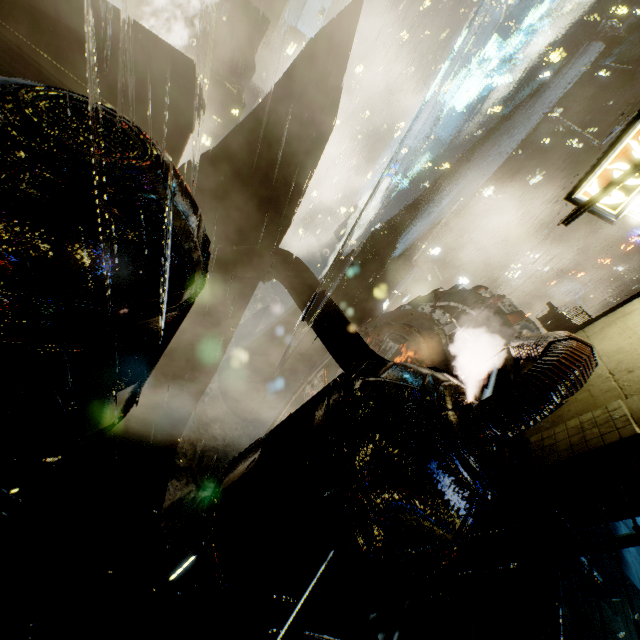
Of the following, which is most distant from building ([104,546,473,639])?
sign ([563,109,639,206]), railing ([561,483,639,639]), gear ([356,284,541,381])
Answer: gear ([356,284,541,381])

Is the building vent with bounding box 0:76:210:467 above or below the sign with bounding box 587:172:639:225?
below

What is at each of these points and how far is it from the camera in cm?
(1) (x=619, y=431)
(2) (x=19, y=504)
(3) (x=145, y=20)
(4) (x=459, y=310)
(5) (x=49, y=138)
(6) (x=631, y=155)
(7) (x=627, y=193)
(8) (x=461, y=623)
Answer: (1) building, 525
(2) building, 2125
(3) building, 5053
(4) gear, 2078
(5) building vent, 512
(6) sign, 695
(7) sign, 718
(8) building, 535

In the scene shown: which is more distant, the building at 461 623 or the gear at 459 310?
the gear at 459 310

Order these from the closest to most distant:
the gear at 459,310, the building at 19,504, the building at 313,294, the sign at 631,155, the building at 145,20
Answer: the sign at 631,155 → the building at 145,20 → the building at 313,294 → the gear at 459,310 → the building at 19,504

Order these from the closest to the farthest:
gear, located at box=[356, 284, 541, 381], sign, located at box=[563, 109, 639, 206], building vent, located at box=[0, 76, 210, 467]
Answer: building vent, located at box=[0, 76, 210, 467] < sign, located at box=[563, 109, 639, 206] < gear, located at box=[356, 284, 541, 381]

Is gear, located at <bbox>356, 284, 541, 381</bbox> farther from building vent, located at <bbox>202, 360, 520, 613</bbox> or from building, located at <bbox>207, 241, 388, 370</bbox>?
building vent, located at <bbox>202, 360, 520, 613</bbox>

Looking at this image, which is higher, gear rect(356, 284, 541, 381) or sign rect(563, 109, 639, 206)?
sign rect(563, 109, 639, 206)
